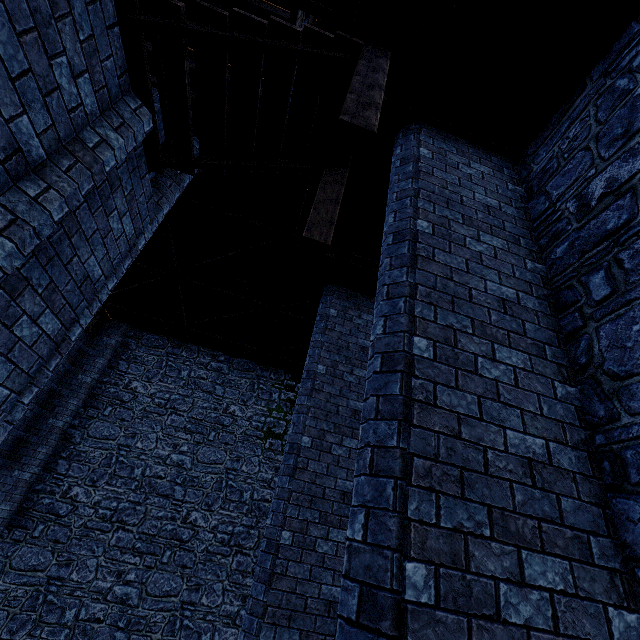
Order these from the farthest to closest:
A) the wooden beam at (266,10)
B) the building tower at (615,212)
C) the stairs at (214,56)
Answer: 1. the wooden beam at (266,10)
2. the stairs at (214,56)
3. the building tower at (615,212)

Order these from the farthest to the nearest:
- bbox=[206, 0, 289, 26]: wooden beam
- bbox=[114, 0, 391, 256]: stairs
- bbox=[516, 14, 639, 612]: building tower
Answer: bbox=[206, 0, 289, 26]: wooden beam
bbox=[114, 0, 391, 256]: stairs
bbox=[516, 14, 639, 612]: building tower

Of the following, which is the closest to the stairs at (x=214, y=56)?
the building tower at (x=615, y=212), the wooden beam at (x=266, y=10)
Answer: the building tower at (x=615, y=212)

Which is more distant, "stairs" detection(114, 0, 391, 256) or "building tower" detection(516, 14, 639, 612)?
"stairs" detection(114, 0, 391, 256)

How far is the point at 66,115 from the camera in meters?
2.6 m

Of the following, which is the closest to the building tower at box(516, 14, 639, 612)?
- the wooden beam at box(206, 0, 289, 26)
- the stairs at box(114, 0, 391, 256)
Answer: the wooden beam at box(206, 0, 289, 26)

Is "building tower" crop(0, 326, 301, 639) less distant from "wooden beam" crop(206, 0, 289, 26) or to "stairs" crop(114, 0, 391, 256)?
"wooden beam" crop(206, 0, 289, 26)
